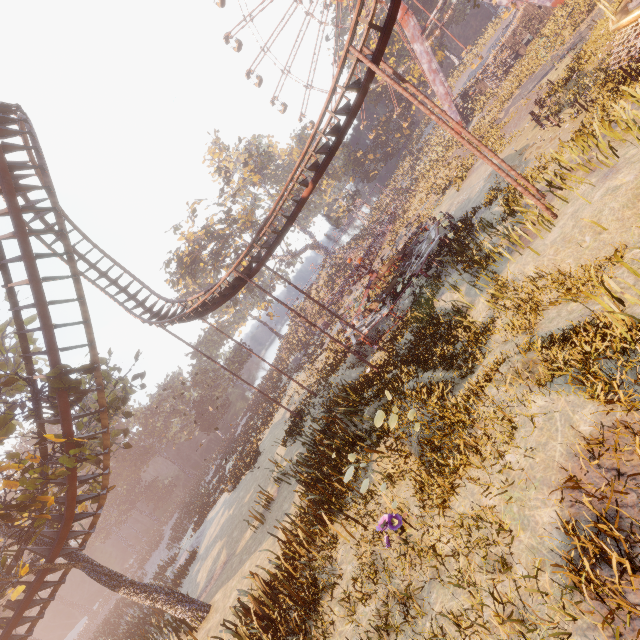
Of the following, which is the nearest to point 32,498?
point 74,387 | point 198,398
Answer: point 74,387

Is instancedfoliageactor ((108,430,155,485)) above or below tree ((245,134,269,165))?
below

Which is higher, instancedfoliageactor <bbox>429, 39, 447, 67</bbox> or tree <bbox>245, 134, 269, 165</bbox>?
tree <bbox>245, 134, 269, 165</bbox>

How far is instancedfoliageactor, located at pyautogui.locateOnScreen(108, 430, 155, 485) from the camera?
54.72m

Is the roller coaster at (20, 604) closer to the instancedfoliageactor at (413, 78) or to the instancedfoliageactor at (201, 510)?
the instancedfoliageactor at (201, 510)

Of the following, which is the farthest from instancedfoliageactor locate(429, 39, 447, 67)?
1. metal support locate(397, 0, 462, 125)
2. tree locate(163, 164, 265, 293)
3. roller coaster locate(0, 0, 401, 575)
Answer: roller coaster locate(0, 0, 401, 575)

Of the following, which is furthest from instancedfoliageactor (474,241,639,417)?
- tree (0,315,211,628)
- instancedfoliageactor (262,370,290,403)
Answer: instancedfoliageactor (262,370,290,403)

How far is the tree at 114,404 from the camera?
14.6m
